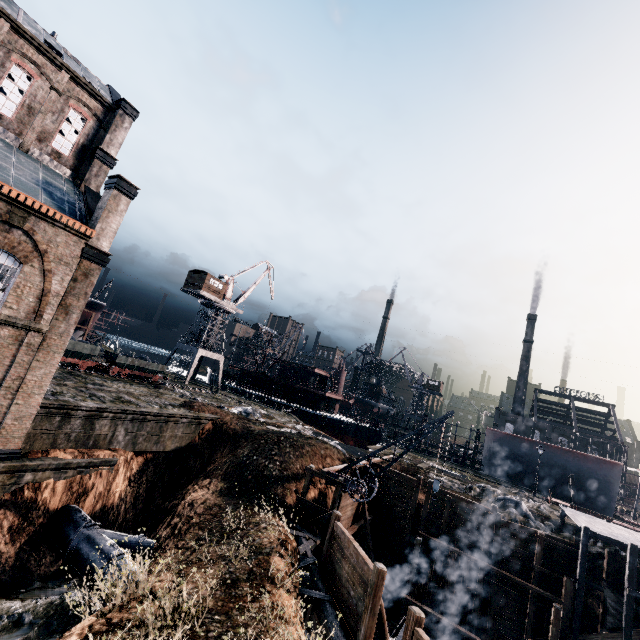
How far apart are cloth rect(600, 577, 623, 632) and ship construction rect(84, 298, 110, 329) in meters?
61.3 m

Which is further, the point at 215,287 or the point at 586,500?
the point at 215,287

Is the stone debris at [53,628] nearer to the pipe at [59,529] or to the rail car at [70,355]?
the pipe at [59,529]

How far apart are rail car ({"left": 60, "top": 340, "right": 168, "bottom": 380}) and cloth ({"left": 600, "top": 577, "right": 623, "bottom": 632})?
42.0 meters

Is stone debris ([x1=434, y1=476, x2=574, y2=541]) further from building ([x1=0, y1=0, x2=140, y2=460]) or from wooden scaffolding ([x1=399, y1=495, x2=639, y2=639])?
building ([x1=0, y1=0, x2=140, y2=460])

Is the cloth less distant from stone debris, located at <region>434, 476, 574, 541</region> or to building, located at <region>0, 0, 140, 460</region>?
stone debris, located at <region>434, 476, 574, 541</region>

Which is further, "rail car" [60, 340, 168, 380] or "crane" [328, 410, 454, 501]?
"rail car" [60, 340, 168, 380]

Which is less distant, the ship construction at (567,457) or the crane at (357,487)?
the crane at (357,487)
